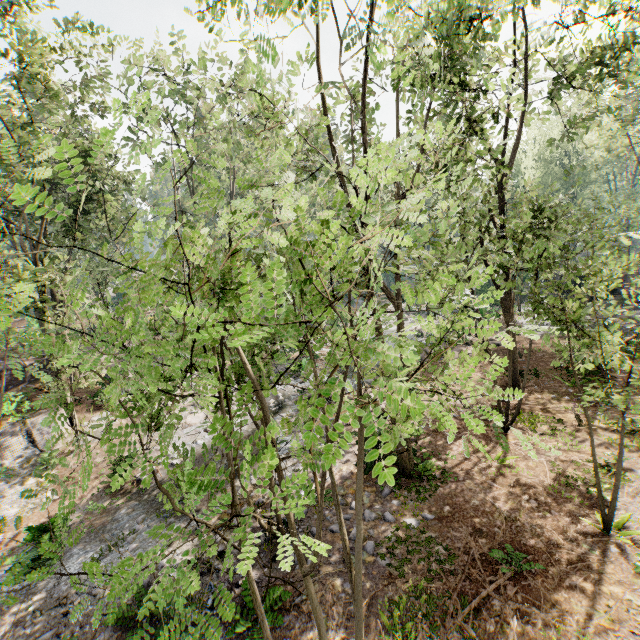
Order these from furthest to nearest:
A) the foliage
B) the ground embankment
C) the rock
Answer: the ground embankment → the rock → the foliage

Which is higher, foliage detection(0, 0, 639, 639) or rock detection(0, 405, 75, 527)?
foliage detection(0, 0, 639, 639)

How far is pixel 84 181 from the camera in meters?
19.5 m

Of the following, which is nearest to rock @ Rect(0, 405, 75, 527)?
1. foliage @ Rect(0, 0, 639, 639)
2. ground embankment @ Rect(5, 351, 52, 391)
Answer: foliage @ Rect(0, 0, 639, 639)

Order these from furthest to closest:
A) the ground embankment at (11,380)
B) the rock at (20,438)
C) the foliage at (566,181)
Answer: the ground embankment at (11,380), the rock at (20,438), the foliage at (566,181)

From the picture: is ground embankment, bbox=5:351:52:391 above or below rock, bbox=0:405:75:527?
above

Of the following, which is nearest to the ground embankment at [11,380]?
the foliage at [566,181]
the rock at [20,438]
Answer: the foliage at [566,181]
